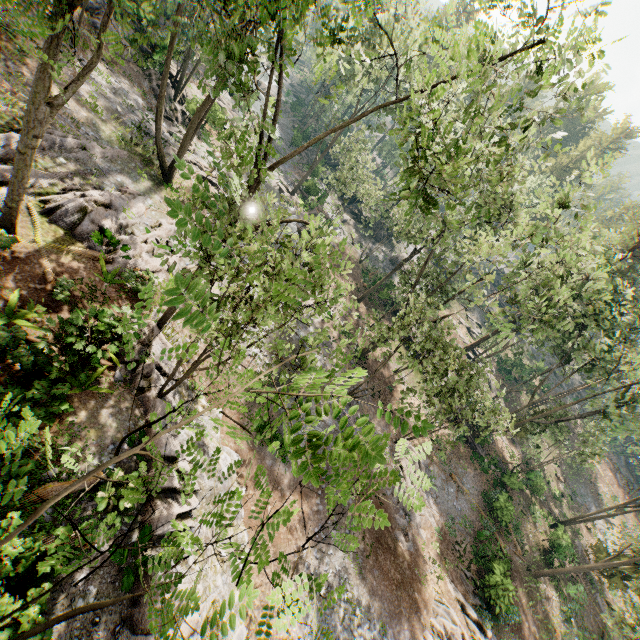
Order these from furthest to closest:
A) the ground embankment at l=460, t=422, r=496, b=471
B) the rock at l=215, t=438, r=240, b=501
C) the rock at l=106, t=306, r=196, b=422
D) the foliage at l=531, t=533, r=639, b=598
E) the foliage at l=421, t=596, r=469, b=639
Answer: the ground embankment at l=460, t=422, r=496, b=471 < the foliage at l=531, t=533, r=639, b=598 < the foliage at l=421, t=596, r=469, b=639 < the rock at l=215, t=438, r=240, b=501 < the rock at l=106, t=306, r=196, b=422

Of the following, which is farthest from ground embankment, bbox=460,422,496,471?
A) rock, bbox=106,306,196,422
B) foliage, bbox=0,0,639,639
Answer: rock, bbox=106,306,196,422

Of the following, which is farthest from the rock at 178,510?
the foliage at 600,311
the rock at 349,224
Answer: the rock at 349,224

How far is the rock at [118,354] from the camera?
11.51m

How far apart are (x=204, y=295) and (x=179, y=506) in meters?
12.4

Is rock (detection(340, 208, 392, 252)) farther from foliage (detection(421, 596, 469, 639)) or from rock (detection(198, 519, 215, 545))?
rock (detection(198, 519, 215, 545))

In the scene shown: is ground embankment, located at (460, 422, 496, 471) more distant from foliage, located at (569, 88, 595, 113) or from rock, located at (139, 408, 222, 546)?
rock, located at (139, 408, 222, 546)

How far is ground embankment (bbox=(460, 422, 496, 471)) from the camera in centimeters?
3087cm
